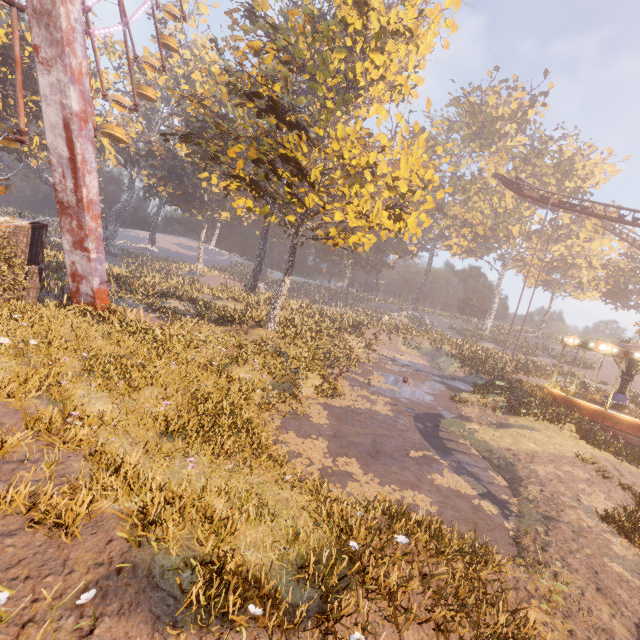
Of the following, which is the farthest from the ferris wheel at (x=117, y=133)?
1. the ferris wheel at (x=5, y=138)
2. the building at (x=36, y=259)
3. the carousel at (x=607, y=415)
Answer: the carousel at (x=607, y=415)

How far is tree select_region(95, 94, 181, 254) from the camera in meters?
45.7 m

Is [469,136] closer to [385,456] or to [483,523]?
[385,456]

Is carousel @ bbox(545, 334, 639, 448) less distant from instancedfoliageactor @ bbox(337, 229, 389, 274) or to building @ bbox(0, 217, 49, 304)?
instancedfoliageactor @ bbox(337, 229, 389, 274)

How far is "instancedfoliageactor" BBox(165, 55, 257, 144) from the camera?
25.8 meters

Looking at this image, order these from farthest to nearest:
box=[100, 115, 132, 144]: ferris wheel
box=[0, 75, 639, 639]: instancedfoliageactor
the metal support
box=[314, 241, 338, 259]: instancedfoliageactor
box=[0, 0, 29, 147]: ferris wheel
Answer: box=[314, 241, 338, 259]: instancedfoliageactor < box=[100, 115, 132, 144]: ferris wheel < box=[0, 0, 29, 147]: ferris wheel < the metal support < box=[0, 75, 639, 639]: instancedfoliageactor

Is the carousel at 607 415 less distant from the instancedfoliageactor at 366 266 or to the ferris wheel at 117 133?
the instancedfoliageactor at 366 266

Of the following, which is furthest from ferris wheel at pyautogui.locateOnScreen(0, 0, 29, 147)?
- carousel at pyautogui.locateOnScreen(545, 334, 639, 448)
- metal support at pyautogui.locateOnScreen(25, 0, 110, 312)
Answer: carousel at pyautogui.locateOnScreen(545, 334, 639, 448)
